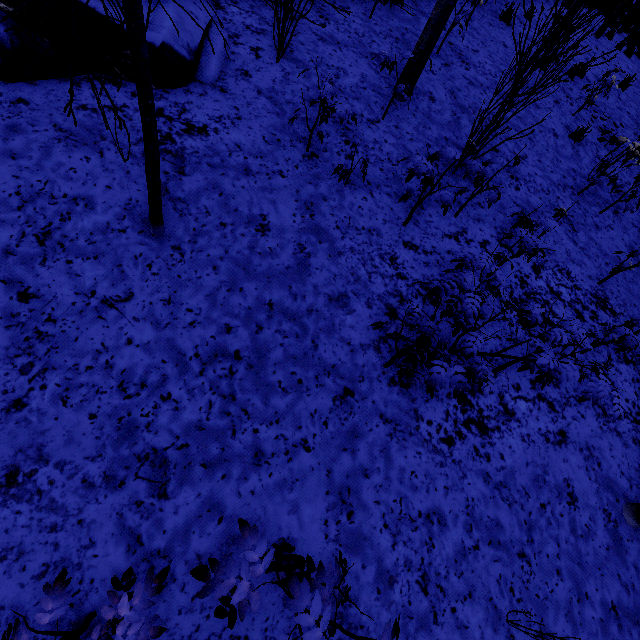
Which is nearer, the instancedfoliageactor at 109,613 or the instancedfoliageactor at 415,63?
the instancedfoliageactor at 109,613

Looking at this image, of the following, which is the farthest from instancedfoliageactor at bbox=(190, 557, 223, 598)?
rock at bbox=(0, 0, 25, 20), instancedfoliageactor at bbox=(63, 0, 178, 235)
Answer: rock at bbox=(0, 0, 25, 20)

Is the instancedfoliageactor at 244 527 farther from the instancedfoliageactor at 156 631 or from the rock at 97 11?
the rock at 97 11

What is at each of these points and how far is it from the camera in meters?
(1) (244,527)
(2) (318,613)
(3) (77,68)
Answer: (1) instancedfoliageactor, 1.7
(2) instancedfoliageactor, 1.4
(3) rock, 3.4

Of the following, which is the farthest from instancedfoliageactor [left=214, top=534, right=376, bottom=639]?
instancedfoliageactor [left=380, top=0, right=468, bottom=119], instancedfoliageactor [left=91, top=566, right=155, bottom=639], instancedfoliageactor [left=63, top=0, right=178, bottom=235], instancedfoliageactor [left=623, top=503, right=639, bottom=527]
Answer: instancedfoliageactor [left=380, top=0, right=468, bottom=119]

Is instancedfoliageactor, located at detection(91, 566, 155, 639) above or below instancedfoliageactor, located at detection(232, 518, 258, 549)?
below

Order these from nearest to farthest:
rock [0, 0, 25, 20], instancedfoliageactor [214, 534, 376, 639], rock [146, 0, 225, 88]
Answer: instancedfoliageactor [214, 534, 376, 639] < rock [0, 0, 25, 20] < rock [146, 0, 225, 88]

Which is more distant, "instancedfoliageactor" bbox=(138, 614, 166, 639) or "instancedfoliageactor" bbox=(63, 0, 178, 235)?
"instancedfoliageactor" bbox=(138, 614, 166, 639)
